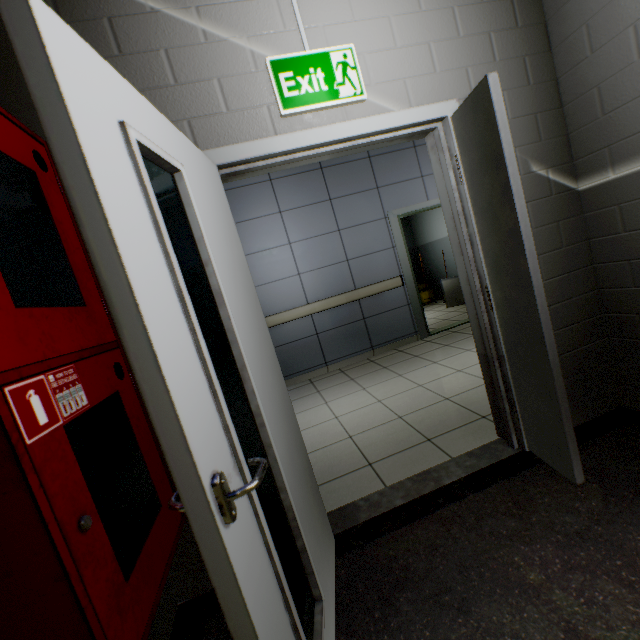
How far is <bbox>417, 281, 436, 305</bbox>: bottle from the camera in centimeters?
848cm

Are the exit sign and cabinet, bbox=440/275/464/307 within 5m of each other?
no

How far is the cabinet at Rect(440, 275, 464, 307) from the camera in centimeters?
675cm

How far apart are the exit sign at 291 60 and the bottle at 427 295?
7.2 meters

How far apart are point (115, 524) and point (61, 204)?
1.1m

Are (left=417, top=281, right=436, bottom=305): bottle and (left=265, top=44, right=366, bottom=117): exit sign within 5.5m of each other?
no

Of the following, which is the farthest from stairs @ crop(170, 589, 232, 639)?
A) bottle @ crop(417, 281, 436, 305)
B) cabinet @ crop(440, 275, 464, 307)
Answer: bottle @ crop(417, 281, 436, 305)

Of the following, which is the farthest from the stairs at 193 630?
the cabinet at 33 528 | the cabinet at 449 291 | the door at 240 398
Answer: the cabinet at 449 291
